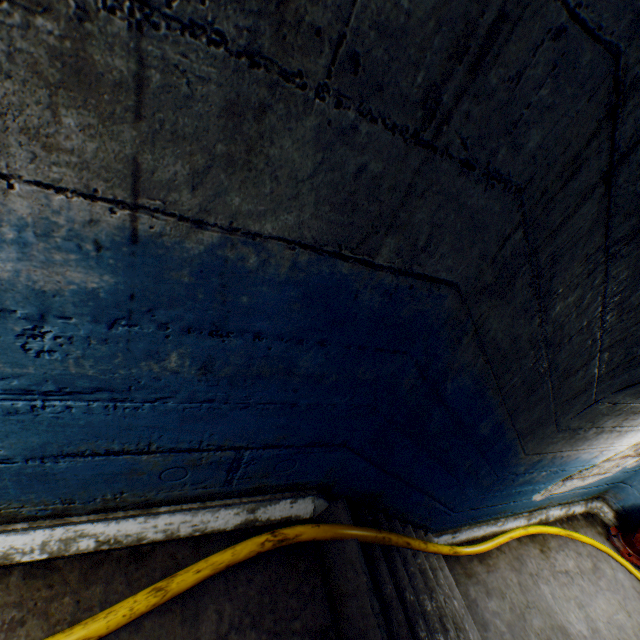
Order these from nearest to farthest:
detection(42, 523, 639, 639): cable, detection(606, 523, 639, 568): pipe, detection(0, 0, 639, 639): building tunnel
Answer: detection(0, 0, 639, 639): building tunnel < detection(42, 523, 639, 639): cable < detection(606, 523, 639, 568): pipe

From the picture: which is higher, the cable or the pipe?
the cable

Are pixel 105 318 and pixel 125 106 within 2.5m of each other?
yes

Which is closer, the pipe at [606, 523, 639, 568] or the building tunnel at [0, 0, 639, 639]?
the building tunnel at [0, 0, 639, 639]

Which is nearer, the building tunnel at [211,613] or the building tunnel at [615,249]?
the building tunnel at [615,249]

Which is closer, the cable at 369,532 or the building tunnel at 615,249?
the building tunnel at 615,249

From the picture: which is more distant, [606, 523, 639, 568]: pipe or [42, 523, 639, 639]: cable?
[606, 523, 639, 568]: pipe

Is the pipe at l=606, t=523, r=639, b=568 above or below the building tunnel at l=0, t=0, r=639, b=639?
below
